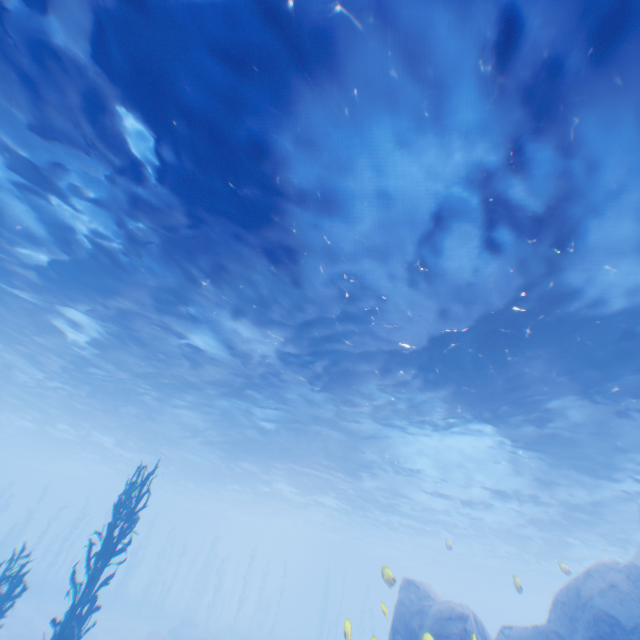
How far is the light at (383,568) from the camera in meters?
9.5

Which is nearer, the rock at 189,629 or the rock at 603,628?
the rock at 603,628

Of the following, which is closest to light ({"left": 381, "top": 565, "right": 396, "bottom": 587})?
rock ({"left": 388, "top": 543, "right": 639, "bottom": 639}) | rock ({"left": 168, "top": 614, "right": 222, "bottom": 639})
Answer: rock ({"left": 388, "top": 543, "right": 639, "bottom": 639})

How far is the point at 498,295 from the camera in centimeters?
840cm

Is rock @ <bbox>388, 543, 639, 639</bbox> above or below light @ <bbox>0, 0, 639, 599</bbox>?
below

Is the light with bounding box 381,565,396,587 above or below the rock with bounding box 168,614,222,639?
above

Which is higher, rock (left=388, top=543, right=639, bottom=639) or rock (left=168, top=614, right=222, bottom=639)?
rock (left=388, top=543, right=639, bottom=639)

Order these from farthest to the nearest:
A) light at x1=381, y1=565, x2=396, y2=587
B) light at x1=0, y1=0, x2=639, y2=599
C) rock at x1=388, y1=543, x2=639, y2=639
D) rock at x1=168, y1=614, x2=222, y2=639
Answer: rock at x1=168, y1=614, x2=222, y2=639, light at x1=381, y1=565, x2=396, y2=587, rock at x1=388, y1=543, x2=639, y2=639, light at x1=0, y1=0, x2=639, y2=599
